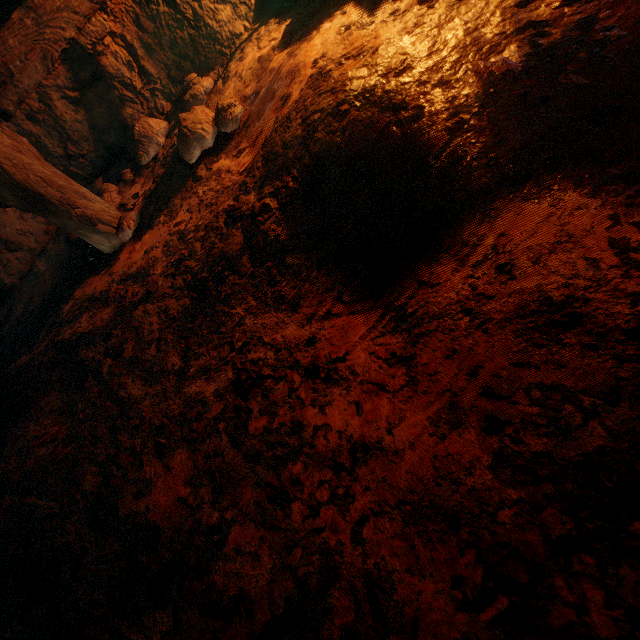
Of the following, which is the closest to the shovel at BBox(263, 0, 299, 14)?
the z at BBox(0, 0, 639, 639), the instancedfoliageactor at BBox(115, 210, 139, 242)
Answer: the z at BBox(0, 0, 639, 639)

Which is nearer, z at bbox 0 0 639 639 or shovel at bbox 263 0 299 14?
z at bbox 0 0 639 639

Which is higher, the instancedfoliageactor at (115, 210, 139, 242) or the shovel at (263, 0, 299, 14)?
the shovel at (263, 0, 299, 14)

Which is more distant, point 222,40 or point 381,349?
Answer: point 222,40

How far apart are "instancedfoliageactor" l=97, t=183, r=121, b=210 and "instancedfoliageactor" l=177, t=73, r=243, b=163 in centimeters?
76cm

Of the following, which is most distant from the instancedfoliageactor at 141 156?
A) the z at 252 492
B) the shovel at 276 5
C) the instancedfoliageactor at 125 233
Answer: the shovel at 276 5

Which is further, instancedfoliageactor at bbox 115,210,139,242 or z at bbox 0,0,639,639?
instancedfoliageactor at bbox 115,210,139,242

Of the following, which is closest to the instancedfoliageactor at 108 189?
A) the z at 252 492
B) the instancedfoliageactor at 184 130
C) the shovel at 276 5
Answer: the z at 252 492
